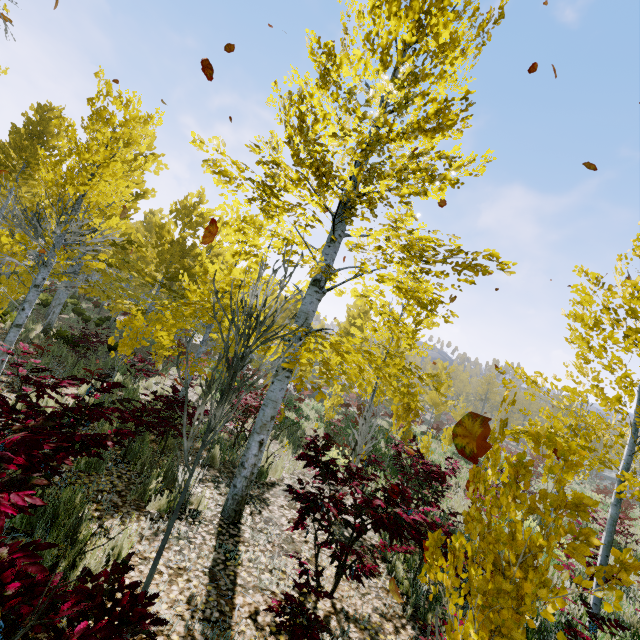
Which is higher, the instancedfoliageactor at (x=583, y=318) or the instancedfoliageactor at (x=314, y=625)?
the instancedfoliageactor at (x=583, y=318)

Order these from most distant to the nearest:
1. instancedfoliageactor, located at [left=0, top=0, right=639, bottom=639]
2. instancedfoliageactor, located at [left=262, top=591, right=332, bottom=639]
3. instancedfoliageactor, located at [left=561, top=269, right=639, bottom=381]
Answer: instancedfoliageactor, located at [left=561, top=269, right=639, bottom=381]
instancedfoliageactor, located at [left=262, top=591, right=332, bottom=639]
instancedfoliageactor, located at [left=0, top=0, right=639, bottom=639]

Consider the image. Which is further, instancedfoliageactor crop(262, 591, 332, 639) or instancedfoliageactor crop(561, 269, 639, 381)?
instancedfoliageactor crop(561, 269, 639, 381)

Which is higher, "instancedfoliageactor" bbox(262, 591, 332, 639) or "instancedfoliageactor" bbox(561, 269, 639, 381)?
"instancedfoliageactor" bbox(561, 269, 639, 381)

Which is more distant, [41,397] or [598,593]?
[41,397]
